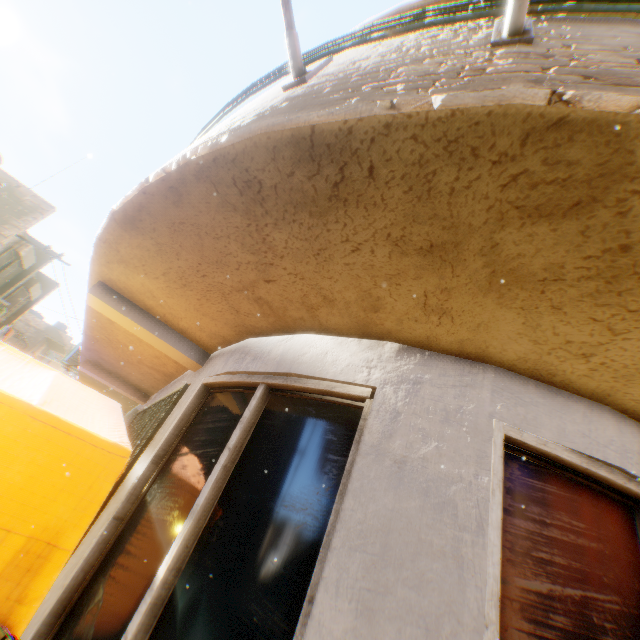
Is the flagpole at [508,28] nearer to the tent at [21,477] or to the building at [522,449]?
the building at [522,449]

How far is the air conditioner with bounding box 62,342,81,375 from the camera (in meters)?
9.04

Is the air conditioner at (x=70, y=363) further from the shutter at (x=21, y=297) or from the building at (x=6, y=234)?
the shutter at (x=21, y=297)

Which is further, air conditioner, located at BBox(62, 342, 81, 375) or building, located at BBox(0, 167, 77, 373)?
building, located at BBox(0, 167, 77, 373)

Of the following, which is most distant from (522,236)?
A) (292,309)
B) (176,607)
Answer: (176,607)

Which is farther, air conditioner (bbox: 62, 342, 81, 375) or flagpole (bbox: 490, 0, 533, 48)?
air conditioner (bbox: 62, 342, 81, 375)

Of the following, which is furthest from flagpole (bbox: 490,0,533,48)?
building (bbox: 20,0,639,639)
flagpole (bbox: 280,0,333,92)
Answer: flagpole (bbox: 280,0,333,92)

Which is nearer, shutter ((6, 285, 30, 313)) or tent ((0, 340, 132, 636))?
tent ((0, 340, 132, 636))
